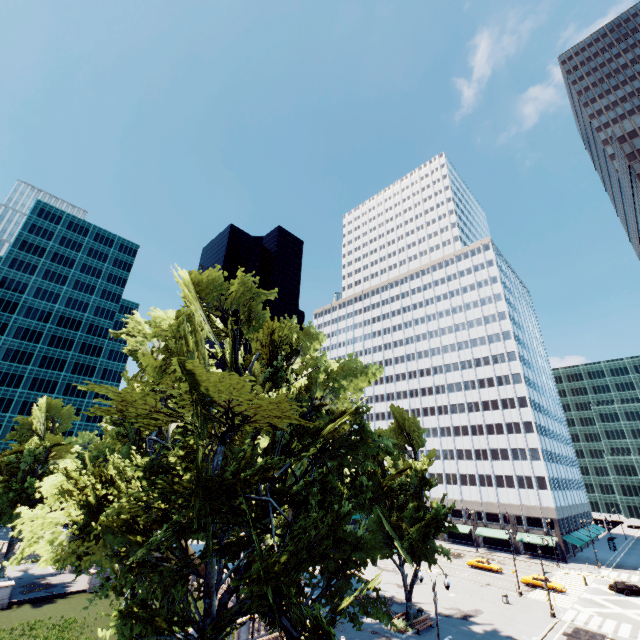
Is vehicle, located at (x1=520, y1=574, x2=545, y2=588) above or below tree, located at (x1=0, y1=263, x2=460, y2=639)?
below

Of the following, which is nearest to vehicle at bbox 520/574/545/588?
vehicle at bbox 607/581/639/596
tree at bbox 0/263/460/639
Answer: vehicle at bbox 607/581/639/596

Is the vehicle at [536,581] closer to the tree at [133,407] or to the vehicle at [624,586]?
the vehicle at [624,586]

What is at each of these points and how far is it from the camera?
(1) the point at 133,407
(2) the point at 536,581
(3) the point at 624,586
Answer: (1) tree, 13.38m
(2) vehicle, 44.91m
(3) vehicle, 43.62m

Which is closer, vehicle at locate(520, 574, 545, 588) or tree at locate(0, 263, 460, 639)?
tree at locate(0, 263, 460, 639)

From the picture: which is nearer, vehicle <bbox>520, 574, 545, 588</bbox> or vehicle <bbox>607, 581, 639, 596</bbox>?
vehicle <bbox>607, 581, 639, 596</bbox>

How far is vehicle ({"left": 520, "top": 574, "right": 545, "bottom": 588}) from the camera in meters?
44.5

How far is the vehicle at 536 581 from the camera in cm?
4453
